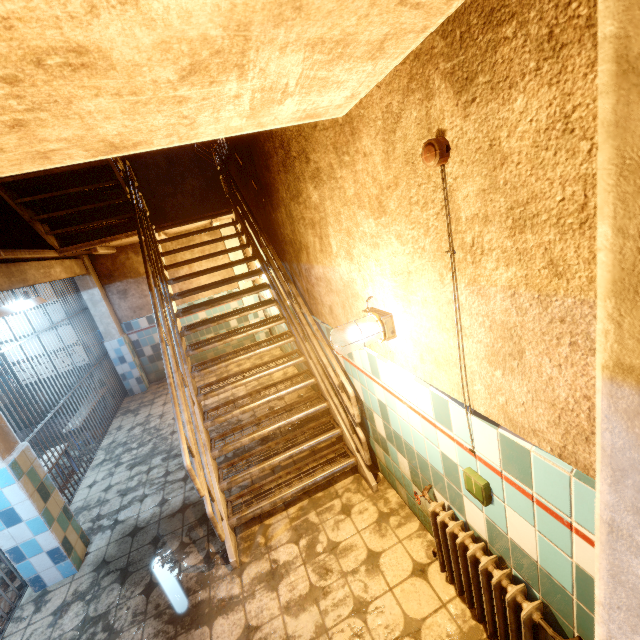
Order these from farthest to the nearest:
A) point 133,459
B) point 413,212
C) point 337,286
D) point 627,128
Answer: point 133,459 < point 337,286 < point 413,212 < point 627,128

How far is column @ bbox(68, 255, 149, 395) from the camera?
6.24m

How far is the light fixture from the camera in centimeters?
194cm

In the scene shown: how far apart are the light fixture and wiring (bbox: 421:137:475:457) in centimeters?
59cm

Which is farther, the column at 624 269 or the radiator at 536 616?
the radiator at 536 616

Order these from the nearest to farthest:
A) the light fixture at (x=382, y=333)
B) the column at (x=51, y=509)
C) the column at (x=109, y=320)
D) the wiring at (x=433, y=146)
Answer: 1. the wiring at (x=433, y=146)
2. the light fixture at (x=382, y=333)
3. the column at (x=51, y=509)
4. the column at (x=109, y=320)

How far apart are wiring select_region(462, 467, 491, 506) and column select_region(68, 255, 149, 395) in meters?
6.9

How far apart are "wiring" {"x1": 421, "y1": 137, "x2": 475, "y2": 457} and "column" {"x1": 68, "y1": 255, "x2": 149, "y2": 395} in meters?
7.0 m
